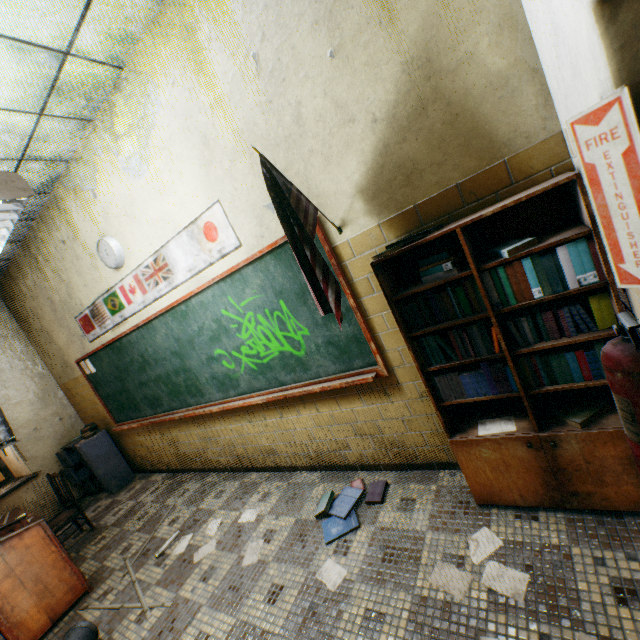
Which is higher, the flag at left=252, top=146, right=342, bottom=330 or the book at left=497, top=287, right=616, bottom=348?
the flag at left=252, top=146, right=342, bottom=330

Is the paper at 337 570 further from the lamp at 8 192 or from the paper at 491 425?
the lamp at 8 192

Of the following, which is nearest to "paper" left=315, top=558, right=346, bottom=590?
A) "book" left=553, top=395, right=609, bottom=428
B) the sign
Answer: "book" left=553, top=395, right=609, bottom=428

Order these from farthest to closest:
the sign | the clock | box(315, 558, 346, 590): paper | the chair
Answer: the chair < the clock < box(315, 558, 346, 590): paper < the sign

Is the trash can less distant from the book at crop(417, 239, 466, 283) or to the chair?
the chair

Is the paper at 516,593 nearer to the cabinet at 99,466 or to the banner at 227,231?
the banner at 227,231

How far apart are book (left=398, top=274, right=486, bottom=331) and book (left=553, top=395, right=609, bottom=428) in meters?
0.2 m

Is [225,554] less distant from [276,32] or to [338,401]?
[338,401]
